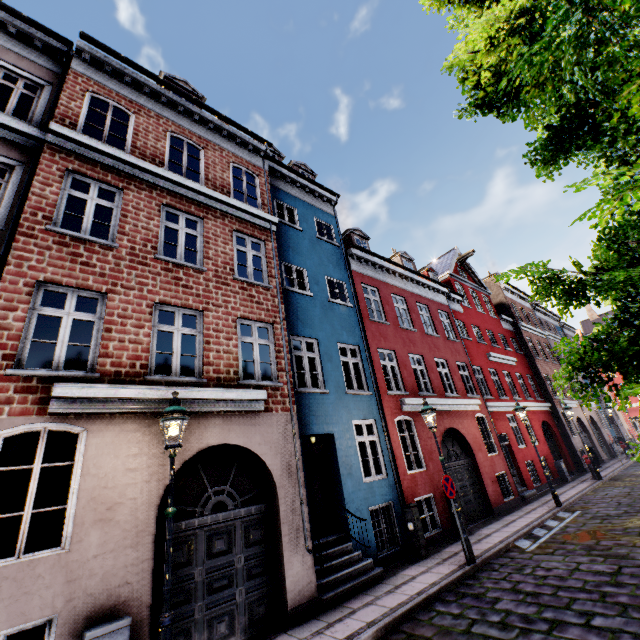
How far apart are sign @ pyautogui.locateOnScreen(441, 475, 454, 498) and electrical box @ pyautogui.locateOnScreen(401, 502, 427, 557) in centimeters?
155cm

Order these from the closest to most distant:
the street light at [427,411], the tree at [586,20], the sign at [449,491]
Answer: the tree at [586,20]
the sign at [449,491]
the street light at [427,411]

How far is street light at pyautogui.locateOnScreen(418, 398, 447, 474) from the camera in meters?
8.7

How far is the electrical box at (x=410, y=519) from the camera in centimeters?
893cm

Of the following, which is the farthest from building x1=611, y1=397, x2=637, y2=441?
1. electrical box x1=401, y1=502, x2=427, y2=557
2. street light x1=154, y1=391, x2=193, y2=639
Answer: street light x1=154, y1=391, x2=193, y2=639

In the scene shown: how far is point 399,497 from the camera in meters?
9.8 m

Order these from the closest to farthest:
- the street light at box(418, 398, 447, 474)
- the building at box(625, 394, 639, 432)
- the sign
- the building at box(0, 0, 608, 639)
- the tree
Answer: the tree, the building at box(0, 0, 608, 639), the sign, the street light at box(418, 398, 447, 474), the building at box(625, 394, 639, 432)

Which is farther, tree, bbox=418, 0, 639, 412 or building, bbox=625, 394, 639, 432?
building, bbox=625, 394, 639, 432
